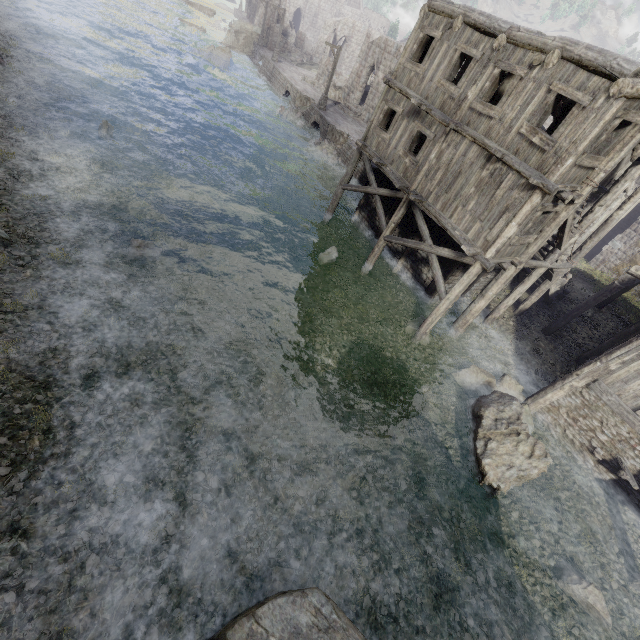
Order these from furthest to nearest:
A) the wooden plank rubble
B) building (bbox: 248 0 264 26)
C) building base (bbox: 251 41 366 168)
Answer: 1. building (bbox: 248 0 264 26)
2. building base (bbox: 251 41 366 168)
3. the wooden plank rubble

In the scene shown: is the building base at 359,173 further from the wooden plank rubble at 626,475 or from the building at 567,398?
the wooden plank rubble at 626,475

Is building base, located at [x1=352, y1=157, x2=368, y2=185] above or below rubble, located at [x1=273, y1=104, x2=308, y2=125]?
above

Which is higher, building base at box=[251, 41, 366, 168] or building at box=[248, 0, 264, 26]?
building at box=[248, 0, 264, 26]

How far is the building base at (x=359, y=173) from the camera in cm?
2411

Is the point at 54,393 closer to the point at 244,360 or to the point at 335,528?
the point at 244,360

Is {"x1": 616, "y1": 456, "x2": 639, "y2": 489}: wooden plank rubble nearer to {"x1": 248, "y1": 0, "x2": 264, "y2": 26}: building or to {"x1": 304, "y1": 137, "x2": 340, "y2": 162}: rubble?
{"x1": 248, "y1": 0, "x2": 264, "y2": 26}: building
